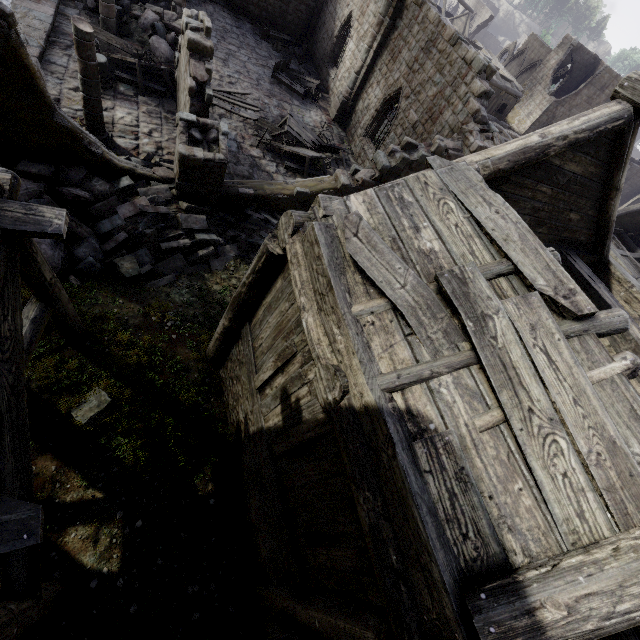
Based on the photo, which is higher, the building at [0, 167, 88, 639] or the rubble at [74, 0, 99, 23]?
the building at [0, 167, 88, 639]

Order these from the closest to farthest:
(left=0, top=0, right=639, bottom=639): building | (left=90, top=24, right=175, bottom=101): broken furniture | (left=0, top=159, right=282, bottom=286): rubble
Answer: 1. (left=0, top=0, right=639, bottom=639): building
2. (left=0, top=159, right=282, bottom=286): rubble
3. (left=90, top=24, right=175, bottom=101): broken furniture

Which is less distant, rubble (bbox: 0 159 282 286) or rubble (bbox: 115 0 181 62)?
rubble (bbox: 0 159 282 286)

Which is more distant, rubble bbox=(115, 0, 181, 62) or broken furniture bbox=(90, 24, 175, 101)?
rubble bbox=(115, 0, 181, 62)

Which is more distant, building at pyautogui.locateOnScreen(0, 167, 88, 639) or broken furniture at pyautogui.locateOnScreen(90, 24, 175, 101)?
broken furniture at pyautogui.locateOnScreen(90, 24, 175, 101)

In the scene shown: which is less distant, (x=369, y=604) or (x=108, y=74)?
(x=369, y=604)

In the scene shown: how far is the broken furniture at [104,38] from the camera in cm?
1316

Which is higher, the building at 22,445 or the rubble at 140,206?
the building at 22,445
